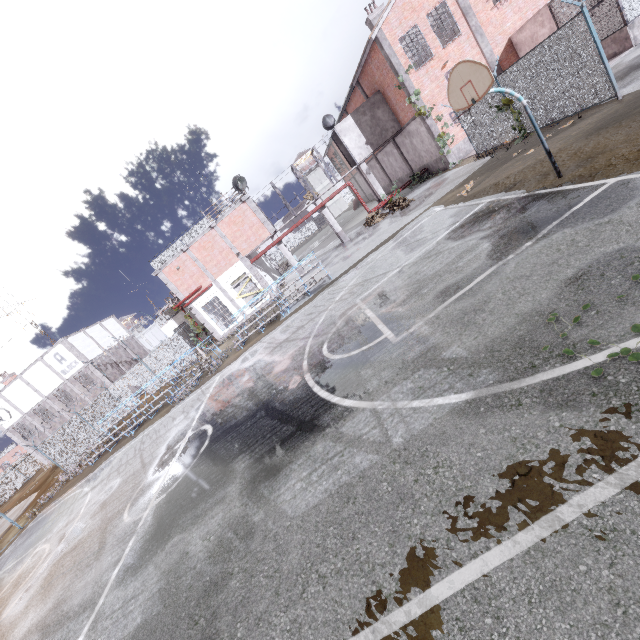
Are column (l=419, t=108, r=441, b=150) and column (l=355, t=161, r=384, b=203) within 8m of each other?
yes

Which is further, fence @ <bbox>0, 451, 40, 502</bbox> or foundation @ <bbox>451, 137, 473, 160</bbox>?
fence @ <bbox>0, 451, 40, 502</bbox>

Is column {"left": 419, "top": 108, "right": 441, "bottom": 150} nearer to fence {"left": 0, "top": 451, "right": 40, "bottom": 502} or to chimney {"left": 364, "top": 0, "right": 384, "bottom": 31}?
fence {"left": 0, "top": 451, "right": 40, "bottom": 502}

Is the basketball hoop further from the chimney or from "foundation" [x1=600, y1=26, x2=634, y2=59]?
the chimney

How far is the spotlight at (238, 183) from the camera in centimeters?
2269cm

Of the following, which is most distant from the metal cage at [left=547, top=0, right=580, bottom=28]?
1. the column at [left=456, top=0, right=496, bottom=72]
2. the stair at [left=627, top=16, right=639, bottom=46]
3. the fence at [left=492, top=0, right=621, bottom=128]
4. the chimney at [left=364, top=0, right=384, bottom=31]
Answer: the chimney at [left=364, top=0, right=384, bottom=31]

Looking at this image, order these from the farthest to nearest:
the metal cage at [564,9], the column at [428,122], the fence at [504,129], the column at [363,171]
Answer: the column at [363,171] < the column at [428,122] < the metal cage at [564,9] < the fence at [504,129]

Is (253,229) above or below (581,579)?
above
